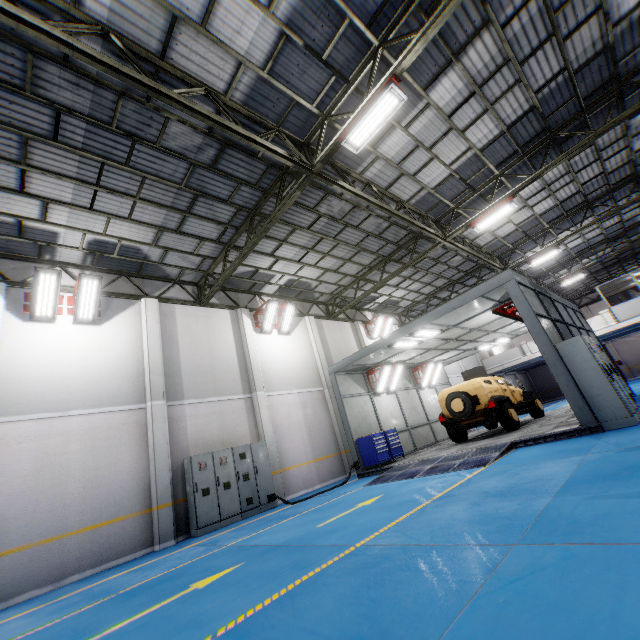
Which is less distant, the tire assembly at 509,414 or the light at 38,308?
the light at 38,308

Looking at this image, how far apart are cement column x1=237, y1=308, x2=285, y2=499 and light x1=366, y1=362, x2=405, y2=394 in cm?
486

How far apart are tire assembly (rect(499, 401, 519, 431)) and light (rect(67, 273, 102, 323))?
14.0 meters

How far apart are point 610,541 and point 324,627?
2.4 meters

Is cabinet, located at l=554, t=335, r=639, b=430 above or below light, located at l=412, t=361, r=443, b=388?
below

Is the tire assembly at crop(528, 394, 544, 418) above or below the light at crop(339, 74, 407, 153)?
below

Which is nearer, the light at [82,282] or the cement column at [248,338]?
the light at [82,282]

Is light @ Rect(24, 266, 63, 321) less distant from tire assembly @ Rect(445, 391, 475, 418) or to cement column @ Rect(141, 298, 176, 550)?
cement column @ Rect(141, 298, 176, 550)
